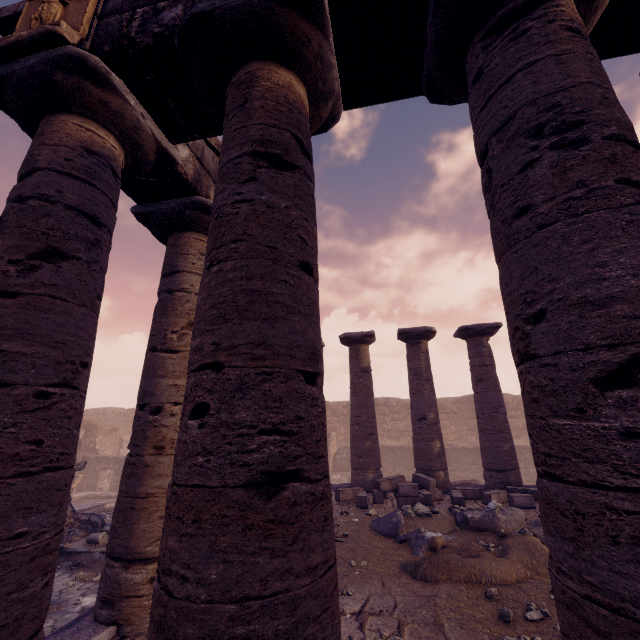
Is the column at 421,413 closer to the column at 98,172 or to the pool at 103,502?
the column at 98,172

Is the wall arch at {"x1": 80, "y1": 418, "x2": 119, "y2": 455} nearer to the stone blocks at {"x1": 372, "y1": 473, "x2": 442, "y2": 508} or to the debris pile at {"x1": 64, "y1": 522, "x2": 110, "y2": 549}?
the debris pile at {"x1": 64, "y1": 522, "x2": 110, "y2": 549}

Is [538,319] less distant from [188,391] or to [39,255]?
[188,391]

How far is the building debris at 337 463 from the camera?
18.66m

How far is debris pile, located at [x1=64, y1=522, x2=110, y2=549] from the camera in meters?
9.0

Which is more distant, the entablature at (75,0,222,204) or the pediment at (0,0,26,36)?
the pediment at (0,0,26,36)

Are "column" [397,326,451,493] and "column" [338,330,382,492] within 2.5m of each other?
yes

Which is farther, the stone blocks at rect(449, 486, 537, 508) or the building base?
the stone blocks at rect(449, 486, 537, 508)
